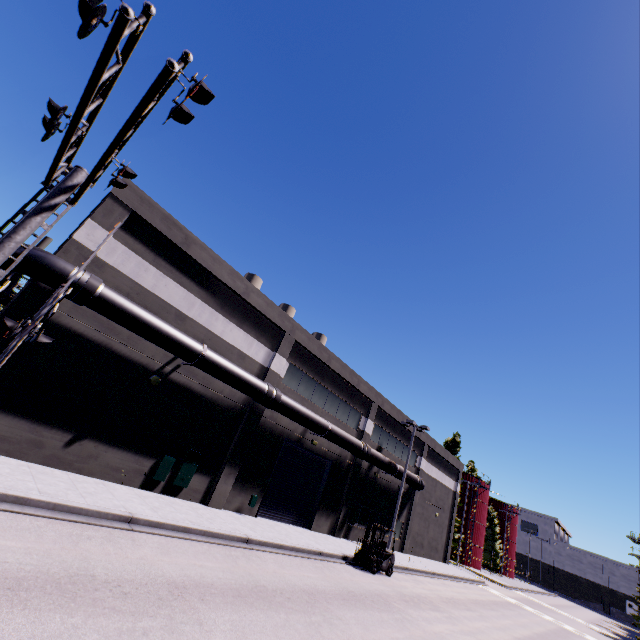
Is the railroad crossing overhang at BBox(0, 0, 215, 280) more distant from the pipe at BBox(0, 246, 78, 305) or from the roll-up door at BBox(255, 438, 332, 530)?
the roll-up door at BBox(255, 438, 332, 530)

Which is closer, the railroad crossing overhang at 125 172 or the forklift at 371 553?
the railroad crossing overhang at 125 172

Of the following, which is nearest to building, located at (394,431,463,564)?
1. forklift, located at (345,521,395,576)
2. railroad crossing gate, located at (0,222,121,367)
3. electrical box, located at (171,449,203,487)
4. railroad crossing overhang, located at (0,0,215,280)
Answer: electrical box, located at (171,449,203,487)

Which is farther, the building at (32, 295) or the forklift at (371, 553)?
the forklift at (371, 553)

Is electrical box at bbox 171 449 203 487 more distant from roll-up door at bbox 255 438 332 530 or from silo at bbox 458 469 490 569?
silo at bbox 458 469 490 569

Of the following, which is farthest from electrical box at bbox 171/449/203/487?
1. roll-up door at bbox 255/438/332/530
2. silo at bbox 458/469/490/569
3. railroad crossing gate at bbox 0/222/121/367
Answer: silo at bbox 458/469/490/569

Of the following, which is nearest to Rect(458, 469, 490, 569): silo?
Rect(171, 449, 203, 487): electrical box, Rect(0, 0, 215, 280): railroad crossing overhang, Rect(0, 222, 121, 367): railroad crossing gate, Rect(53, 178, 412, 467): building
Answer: Rect(53, 178, 412, 467): building

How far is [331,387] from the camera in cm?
2305
